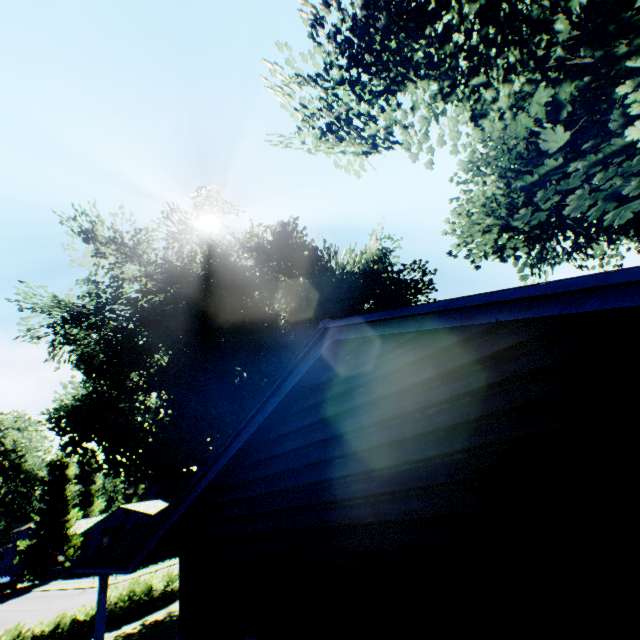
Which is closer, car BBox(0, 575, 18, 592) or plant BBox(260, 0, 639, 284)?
plant BBox(260, 0, 639, 284)

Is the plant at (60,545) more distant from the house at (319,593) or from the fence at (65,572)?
the house at (319,593)

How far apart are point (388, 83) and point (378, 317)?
7.78m

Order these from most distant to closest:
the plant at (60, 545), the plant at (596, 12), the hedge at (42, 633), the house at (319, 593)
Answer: the plant at (60, 545) < the hedge at (42, 633) < the plant at (596, 12) < the house at (319, 593)

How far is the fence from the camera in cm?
3628

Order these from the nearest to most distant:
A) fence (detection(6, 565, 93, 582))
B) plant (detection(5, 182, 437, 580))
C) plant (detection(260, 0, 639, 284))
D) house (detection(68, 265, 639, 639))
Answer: house (detection(68, 265, 639, 639)) < plant (detection(260, 0, 639, 284)) < plant (detection(5, 182, 437, 580)) < fence (detection(6, 565, 93, 582))

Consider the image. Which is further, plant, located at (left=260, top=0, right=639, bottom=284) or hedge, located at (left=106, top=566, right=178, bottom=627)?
hedge, located at (left=106, top=566, right=178, bottom=627)

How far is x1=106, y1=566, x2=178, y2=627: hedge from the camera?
16.33m
